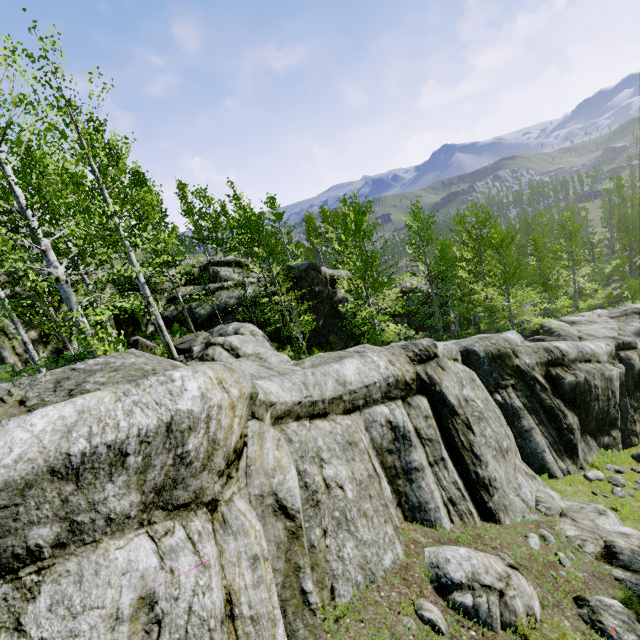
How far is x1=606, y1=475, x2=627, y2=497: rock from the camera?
11.35m

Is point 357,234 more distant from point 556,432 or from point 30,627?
point 30,627

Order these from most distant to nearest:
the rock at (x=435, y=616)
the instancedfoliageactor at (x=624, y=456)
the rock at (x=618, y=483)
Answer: the instancedfoliageactor at (x=624, y=456) < the rock at (x=618, y=483) < the rock at (x=435, y=616)

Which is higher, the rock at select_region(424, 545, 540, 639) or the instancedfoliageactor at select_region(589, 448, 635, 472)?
the rock at select_region(424, 545, 540, 639)

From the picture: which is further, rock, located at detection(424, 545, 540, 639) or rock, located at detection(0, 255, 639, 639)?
rock, located at detection(424, 545, 540, 639)

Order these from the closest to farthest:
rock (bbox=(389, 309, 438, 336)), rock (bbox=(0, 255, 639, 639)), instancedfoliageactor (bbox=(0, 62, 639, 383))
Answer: rock (bbox=(0, 255, 639, 639)), instancedfoliageactor (bbox=(0, 62, 639, 383)), rock (bbox=(389, 309, 438, 336))

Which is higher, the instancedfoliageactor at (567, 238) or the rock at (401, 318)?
the rock at (401, 318)
